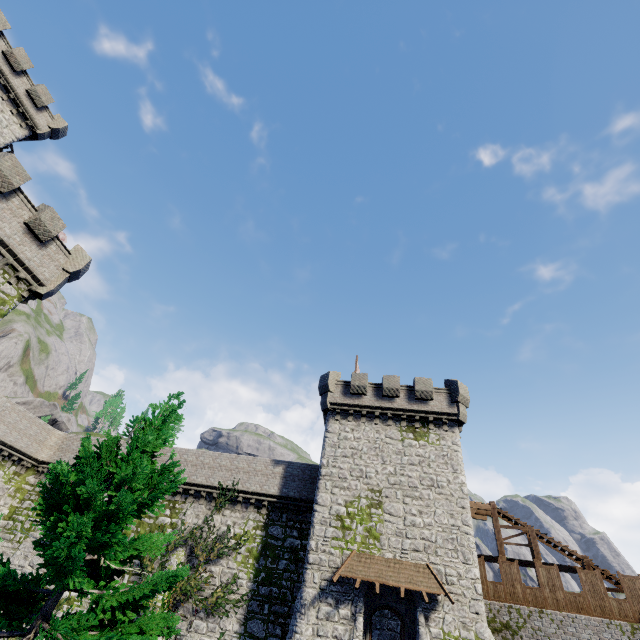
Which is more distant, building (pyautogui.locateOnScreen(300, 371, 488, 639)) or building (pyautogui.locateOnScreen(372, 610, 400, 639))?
building (pyautogui.locateOnScreen(372, 610, 400, 639))

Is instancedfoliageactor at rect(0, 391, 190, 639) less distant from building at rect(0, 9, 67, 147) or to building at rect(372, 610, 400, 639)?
building at rect(372, 610, 400, 639)

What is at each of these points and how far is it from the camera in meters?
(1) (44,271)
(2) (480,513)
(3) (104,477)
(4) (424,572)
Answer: (1) building tower, 19.5
(2) wooden platform, 23.6
(3) instancedfoliageactor, 7.2
(4) awning, 17.9

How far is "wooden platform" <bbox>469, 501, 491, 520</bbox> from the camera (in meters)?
22.72

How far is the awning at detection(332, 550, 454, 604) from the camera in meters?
17.1

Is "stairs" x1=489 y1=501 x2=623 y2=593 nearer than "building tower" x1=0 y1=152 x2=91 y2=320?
No

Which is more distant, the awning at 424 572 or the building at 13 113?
the building at 13 113

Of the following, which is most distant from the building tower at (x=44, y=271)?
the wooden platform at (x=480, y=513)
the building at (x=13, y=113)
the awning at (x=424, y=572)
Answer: the wooden platform at (x=480, y=513)
